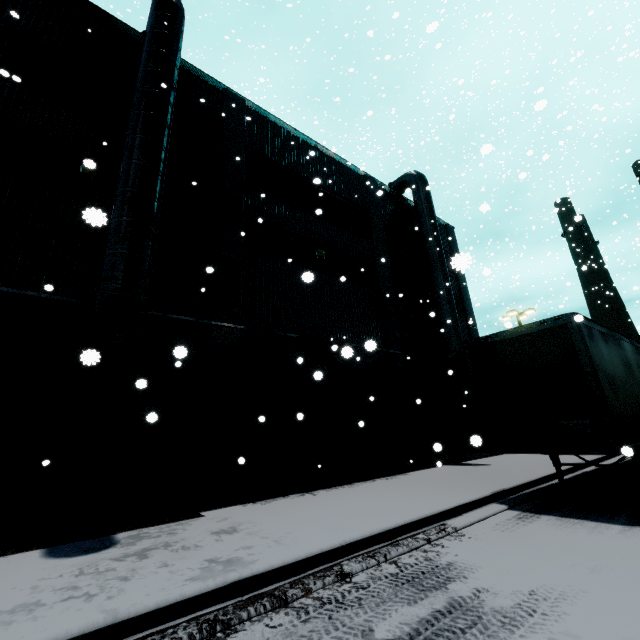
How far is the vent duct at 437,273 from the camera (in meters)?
14.77

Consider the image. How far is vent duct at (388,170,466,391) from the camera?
14.8 meters

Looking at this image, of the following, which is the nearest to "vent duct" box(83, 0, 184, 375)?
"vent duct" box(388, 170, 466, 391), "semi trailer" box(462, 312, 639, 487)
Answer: "semi trailer" box(462, 312, 639, 487)

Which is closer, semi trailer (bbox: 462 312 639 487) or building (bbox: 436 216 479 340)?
semi trailer (bbox: 462 312 639 487)

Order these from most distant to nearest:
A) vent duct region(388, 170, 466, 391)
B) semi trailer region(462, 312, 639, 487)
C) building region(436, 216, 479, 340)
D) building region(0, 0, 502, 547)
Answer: building region(436, 216, 479, 340), vent duct region(388, 170, 466, 391), building region(0, 0, 502, 547), semi trailer region(462, 312, 639, 487)

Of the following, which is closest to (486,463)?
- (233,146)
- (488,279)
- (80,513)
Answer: (80,513)

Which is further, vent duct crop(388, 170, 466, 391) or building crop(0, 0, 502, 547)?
vent duct crop(388, 170, 466, 391)

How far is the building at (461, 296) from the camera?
19.11m
